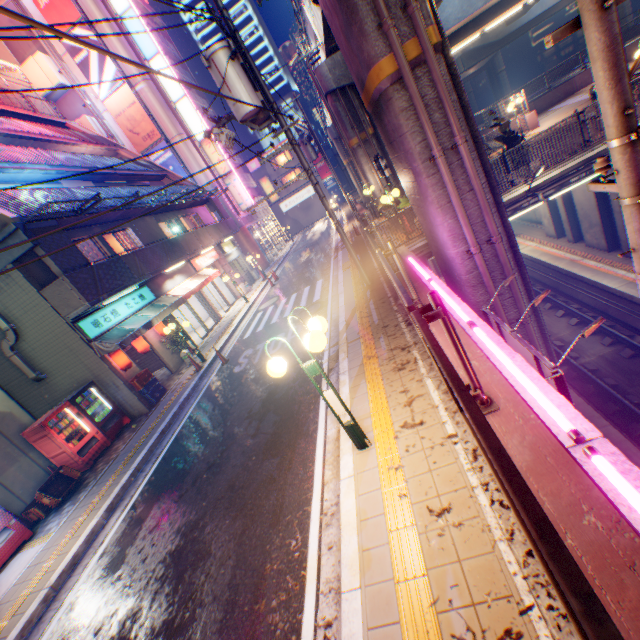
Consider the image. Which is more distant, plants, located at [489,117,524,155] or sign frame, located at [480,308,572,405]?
plants, located at [489,117,524,155]

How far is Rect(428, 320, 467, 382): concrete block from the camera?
3.65m

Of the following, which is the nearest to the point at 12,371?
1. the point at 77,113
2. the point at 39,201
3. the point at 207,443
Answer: the point at 39,201

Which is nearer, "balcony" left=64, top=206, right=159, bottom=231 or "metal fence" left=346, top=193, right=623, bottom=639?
"metal fence" left=346, top=193, right=623, bottom=639

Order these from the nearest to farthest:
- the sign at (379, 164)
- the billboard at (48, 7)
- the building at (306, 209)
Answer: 1. the sign at (379, 164)
2. the billboard at (48, 7)
3. the building at (306, 209)

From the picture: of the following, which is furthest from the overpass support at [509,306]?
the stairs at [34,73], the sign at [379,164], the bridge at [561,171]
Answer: the stairs at [34,73]

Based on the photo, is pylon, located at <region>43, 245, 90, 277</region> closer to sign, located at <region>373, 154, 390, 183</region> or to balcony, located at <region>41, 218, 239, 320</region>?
balcony, located at <region>41, 218, 239, 320</region>

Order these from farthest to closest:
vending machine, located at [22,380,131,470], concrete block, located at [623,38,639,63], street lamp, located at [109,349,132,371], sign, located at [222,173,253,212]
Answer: sign, located at [222,173,253,212] < concrete block, located at [623,38,639,63] < street lamp, located at [109,349,132,371] < vending machine, located at [22,380,131,470]
